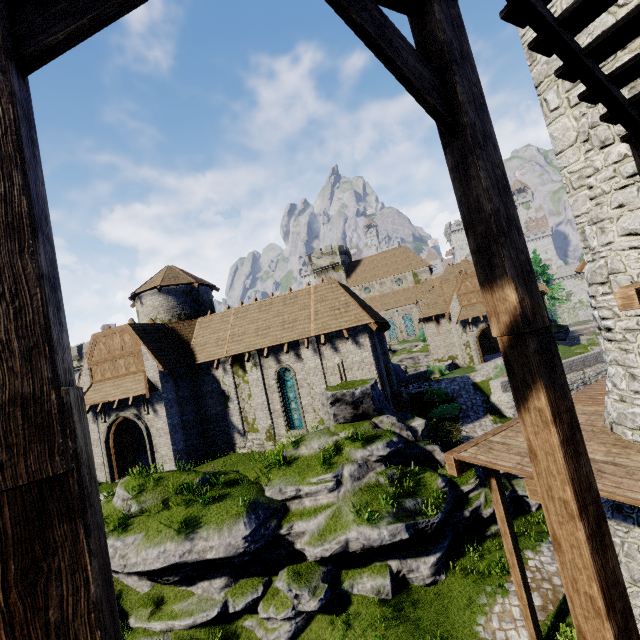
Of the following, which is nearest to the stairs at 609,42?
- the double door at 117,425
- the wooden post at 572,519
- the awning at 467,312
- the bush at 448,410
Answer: the wooden post at 572,519

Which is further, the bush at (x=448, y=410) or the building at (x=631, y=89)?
the bush at (x=448, y=410)

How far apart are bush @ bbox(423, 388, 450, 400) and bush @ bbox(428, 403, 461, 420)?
0.6m

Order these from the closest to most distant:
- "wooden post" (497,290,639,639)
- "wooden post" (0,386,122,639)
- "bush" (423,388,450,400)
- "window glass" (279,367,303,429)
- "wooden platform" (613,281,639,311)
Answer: "wooden post" (0,386,122,639) → "wooden post" (497,290,639,639) → "wooden platform" (613,281,639,311) → "window glass" (279,367,303,429) → "bush" (423,388,450,400)

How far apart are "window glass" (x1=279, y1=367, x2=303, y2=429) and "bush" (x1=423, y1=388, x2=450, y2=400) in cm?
1062

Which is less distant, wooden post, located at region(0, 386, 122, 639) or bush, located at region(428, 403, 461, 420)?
wooden post, located at region(0, 386, 122, 639)

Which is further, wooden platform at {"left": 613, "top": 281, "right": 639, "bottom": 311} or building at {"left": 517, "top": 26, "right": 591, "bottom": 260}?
building at {"left": 517, "top": 26, "right": 591, "bottom": 260}

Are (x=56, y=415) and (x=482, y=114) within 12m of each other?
yes
